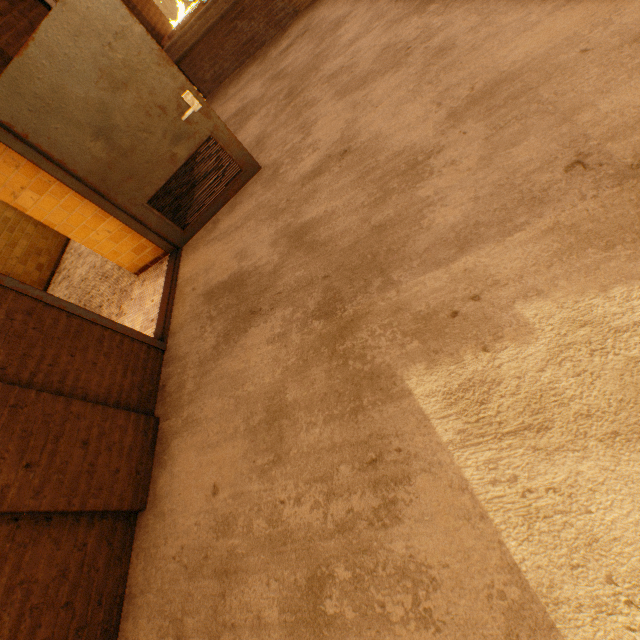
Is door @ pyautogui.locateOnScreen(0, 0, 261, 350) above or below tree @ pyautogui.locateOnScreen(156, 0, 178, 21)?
above

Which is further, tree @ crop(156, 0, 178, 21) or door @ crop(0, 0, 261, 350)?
tree @ crop(156, 0, 178, 21)

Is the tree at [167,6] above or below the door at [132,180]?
below

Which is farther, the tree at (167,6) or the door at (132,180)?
the tree at (167,6)

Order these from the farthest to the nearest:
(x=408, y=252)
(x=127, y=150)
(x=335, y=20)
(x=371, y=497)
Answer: (x=335, y=20)
(x=127, y=150)
(x=408, y=252)
(x=371, y=497)
